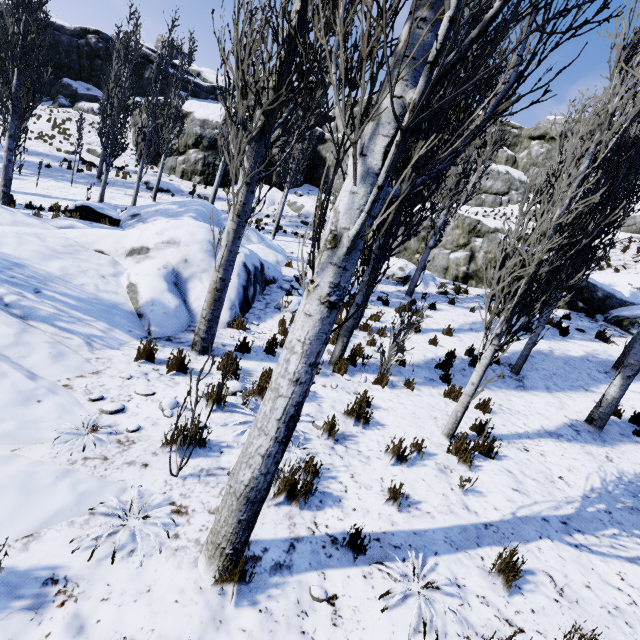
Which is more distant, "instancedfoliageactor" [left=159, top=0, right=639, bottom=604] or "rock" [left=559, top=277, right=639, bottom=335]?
"rock" [left=559, top=277, right=639, bottom=335]

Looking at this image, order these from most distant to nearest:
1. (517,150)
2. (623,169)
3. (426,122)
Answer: (517,150) → (623,169) → (426,122)

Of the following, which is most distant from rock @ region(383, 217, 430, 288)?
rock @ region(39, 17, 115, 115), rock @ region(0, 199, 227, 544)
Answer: rock @ region(0, 199, 227, 544)

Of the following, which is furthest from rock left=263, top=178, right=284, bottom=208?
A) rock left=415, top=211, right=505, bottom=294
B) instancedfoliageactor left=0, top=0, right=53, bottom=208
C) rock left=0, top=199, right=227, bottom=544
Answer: rock left=0, top=199, right=227, bottom=544

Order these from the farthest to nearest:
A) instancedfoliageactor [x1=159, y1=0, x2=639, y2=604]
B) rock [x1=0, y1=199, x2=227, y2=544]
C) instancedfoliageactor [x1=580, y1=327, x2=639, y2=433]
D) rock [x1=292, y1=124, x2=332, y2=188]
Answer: rock [x1=292, y1=124, x2=332, y2=188] → instancedfoliageactor [x1=580, y1=327, x2=639, y2=433] → rock [x1=0, y1=199, x2=227, y2=544] → instancedfoliageactor [x1=159, y1=0, x2=639, y2=604]

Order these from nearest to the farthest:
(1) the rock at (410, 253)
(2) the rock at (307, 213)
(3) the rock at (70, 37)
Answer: (1) the rock at (410, 253) → (2) the rock at (307, 213) → (3) the rock at (70, 37)

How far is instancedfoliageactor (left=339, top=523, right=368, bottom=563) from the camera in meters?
2.9

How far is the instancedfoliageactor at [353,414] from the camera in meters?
5.0 m
